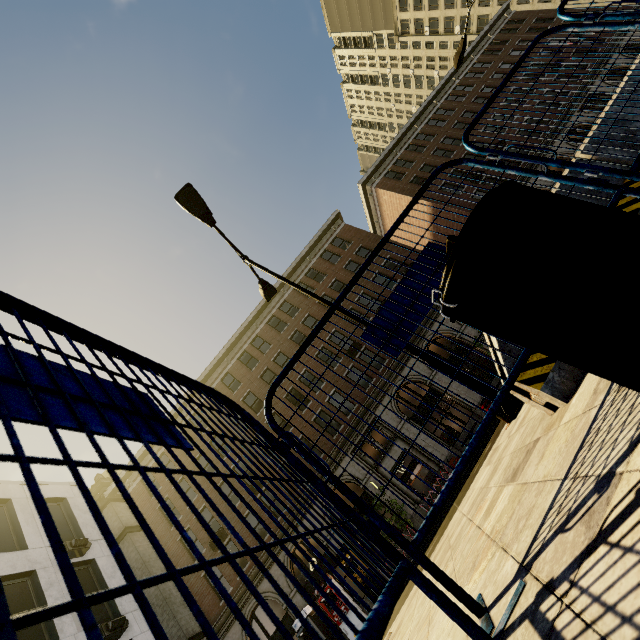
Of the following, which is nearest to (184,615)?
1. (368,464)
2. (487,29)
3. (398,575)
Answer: (368,464)

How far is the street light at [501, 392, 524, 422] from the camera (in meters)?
5.20

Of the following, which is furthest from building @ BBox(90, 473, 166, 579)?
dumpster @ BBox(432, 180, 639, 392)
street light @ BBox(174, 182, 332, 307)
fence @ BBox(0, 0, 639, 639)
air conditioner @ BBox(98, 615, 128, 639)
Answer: dumpster @ BBox(432, 180, 639, 392)

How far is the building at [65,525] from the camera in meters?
14.4 m

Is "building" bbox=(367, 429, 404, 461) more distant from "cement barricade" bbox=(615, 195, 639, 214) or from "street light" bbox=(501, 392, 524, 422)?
"cement barricade" bbox=(615, 195, 639, 214)

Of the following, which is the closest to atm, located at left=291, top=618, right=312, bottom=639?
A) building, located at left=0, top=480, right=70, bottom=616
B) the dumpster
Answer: building, located at left=0, top=480, right=70, bottom=616

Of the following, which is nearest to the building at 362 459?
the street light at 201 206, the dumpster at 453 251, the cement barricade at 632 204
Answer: the street light at 201 206

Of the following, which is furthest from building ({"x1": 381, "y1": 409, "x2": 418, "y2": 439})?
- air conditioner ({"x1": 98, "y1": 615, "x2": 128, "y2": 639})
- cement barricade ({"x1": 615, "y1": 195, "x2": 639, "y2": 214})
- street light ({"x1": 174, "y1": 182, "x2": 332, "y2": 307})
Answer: cement barricade ({"x1": 615, "y1": 195, "x2": 639, "y2": 214})
